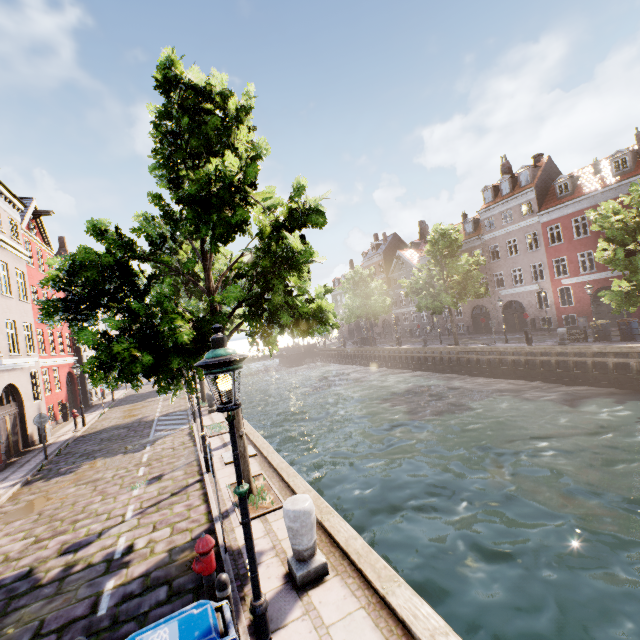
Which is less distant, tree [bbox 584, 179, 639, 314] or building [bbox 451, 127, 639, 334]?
tree [bbox 584, 179, 639, 314]

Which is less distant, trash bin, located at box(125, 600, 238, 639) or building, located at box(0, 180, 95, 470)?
trash bin, located at box(125, 600, 238, 639)

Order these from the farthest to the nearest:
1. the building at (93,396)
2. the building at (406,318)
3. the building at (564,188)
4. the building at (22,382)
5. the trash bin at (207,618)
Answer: the building at (406,318), the building at (93,396), the building at (564,188), the building at (22,382), the trash bin at (207,618)

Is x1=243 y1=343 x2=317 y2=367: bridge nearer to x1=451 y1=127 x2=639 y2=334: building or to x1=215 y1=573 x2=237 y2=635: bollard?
x1=451 y1=127 x2=639 y2=334: building

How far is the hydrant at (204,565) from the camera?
4.3 meters

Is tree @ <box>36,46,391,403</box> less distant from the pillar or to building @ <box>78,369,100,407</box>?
the pillar

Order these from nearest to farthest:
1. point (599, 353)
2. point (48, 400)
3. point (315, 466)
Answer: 1. point (315, 466)
2. point (599, 353)
3. point (48, 400)

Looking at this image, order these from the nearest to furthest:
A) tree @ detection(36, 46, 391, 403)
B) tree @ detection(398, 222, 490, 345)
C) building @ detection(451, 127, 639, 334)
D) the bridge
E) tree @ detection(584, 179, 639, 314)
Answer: tree @ detection(36, 46, 391, 403) → tree @ detection(584, 179, 639, 314) → building @ detection(451, 127, 639, 334) → tree @ detection(398, 222, 490, 345) → the bridge
